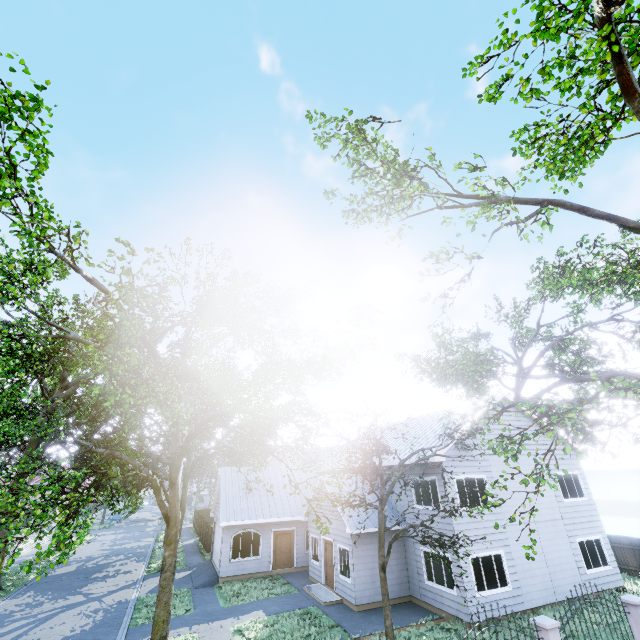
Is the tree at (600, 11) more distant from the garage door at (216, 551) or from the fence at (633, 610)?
the fence at (633, 610)

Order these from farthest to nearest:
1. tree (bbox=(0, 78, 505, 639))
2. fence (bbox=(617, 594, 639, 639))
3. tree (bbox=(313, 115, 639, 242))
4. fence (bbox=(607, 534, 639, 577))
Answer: fence (bbox=(607, 534, 639, 577))
fence (bbox=(617, 594, 639, 639))
tree (bbox=(0, 78, 505, 639))
tree (bbox=(313, 115, 639, 242))

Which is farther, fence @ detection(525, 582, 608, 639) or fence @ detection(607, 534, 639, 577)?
fence @ detection(607, 534, 639, 577)

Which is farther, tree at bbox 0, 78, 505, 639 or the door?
the door

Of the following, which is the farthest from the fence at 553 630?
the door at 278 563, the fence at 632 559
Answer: the fence at 632 559

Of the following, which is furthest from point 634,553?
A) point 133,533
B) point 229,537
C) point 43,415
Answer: point 133,533

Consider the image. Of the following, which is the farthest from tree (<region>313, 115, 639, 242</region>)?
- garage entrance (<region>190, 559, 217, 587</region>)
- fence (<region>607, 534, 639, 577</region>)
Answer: garage entrance (<region>190, 559, 217, 587</region>)

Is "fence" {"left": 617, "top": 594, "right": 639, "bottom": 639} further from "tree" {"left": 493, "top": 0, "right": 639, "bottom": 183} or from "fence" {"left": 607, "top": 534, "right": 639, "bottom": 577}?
"fence" {"left": 607, "top": 534, "right": 639, "bottom": 577}
